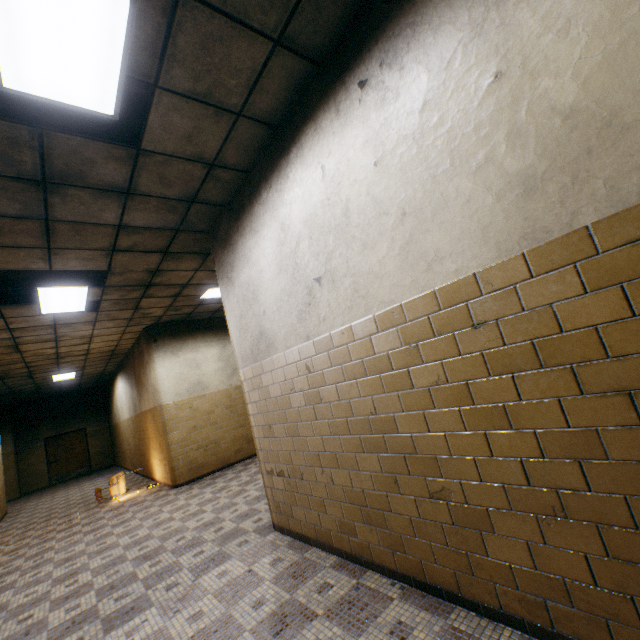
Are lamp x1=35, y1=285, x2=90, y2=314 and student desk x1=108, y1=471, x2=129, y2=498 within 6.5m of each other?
yes

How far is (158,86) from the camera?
2.4 meters

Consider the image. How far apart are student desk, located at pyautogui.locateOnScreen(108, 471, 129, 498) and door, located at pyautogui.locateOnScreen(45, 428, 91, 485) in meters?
9.9

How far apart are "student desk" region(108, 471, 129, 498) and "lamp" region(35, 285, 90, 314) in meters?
4.5

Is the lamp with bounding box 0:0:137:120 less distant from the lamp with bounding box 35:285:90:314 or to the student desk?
the lamp with bounding box 35:285:90:314

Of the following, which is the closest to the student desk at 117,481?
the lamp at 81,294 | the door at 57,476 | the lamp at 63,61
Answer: the lamp at 81,294

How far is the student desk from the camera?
8.00m
